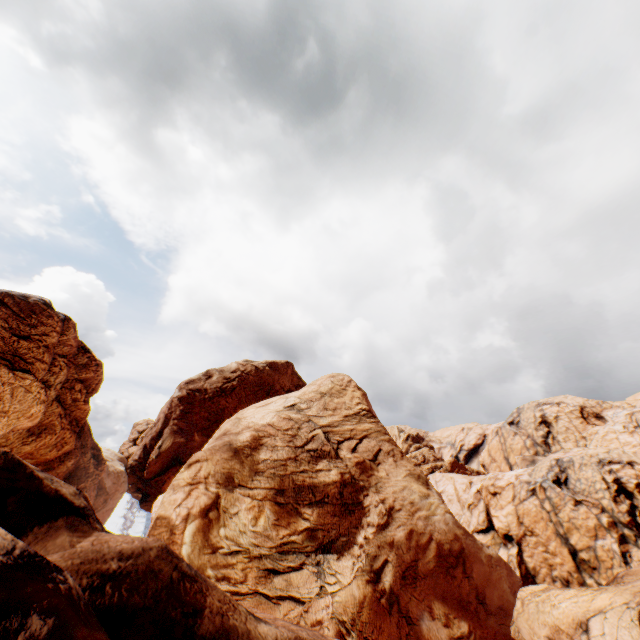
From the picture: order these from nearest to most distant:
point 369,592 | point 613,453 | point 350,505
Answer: point 369,592 → point 350,505 → point 613,453
